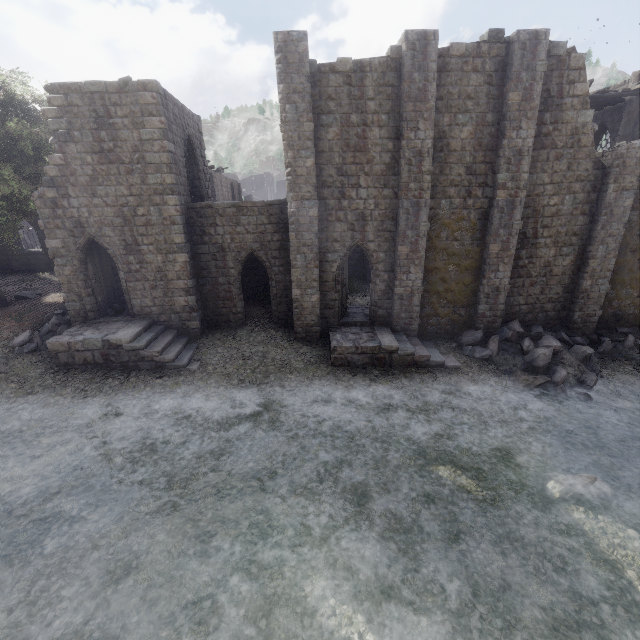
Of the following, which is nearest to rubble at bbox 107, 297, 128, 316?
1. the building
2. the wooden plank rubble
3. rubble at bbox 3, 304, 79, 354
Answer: the building

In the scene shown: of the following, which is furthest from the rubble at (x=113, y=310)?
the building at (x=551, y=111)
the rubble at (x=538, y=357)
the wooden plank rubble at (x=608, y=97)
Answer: the wooden plank rubble at (x=608, y=97)

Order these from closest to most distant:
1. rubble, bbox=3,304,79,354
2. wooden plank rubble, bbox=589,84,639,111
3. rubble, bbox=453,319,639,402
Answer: rubble, bbox=453,319,639,402 < rubble, bbox=3,304,79,354 < wooden plank rubble, bbox=589,84,639,111

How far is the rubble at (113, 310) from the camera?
16.14m

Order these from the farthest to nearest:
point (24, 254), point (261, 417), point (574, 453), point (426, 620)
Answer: point (24, 254), point (261, 417), point (574, 453), point (426, 620)

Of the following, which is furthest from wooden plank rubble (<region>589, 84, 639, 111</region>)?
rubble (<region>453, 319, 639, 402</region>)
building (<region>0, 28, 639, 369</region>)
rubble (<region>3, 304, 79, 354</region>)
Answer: rubble (<region>3, 304, 79, 354</region>)

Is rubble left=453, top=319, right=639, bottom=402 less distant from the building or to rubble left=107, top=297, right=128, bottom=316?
the building

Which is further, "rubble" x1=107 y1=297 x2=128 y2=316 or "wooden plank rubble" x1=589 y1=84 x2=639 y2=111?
"wooden plank rubble" x1=589 y1=84 x2=639 y2=111
